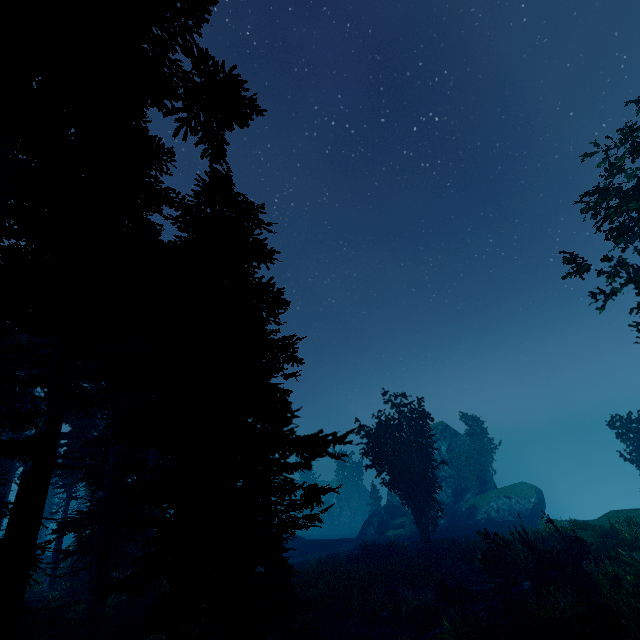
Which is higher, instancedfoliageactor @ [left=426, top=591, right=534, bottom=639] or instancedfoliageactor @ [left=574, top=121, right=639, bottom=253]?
instancedfoliageactor @ [left=574, top=121, right=639, bottom=253]

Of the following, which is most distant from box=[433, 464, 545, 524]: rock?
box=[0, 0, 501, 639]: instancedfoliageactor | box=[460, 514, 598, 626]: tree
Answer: box=[460, 514, 598, 626]: tree

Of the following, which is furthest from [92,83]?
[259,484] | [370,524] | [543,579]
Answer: [370,524]

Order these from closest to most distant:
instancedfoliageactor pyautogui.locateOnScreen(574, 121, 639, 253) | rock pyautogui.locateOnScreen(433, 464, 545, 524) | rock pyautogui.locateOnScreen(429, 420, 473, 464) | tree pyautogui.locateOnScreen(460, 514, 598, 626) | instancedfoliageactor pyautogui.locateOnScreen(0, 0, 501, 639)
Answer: instancedfoliageactor pyautogui.locateOnScreen(0, 0, 501, 639) < tree pyautogui.locateOnScreen(460, 514, 598, 626) < instancedfoliageactor pyautogui.locateOnScreen(574, 121, 639, 253) < rock pyautogui.locateOnScreen(433, 464, 545, 524) < rock pyautogui.locateOnScreen(429, 420, 473, 464)

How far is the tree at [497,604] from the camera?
14.91m

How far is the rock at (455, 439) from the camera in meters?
46.9

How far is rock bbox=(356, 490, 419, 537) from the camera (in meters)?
40.22
